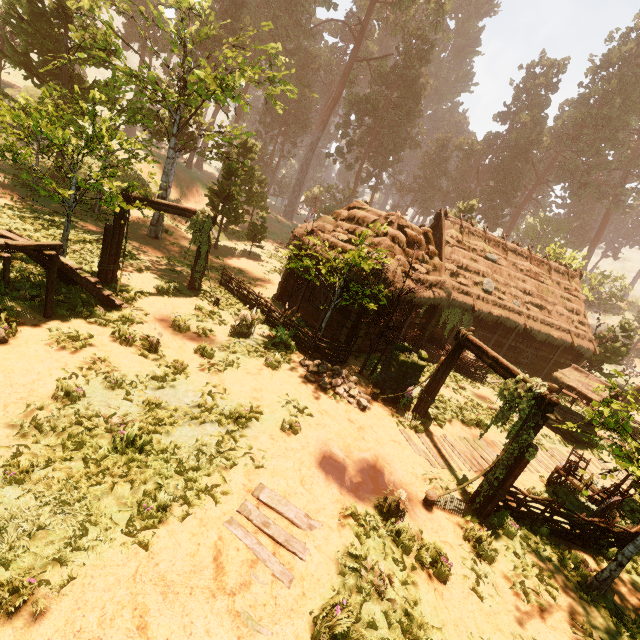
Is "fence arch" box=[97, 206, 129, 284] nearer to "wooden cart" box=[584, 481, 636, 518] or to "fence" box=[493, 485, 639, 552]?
"fence" box=[493, 485, 639, 552]

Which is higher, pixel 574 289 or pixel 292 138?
pixel 292 138

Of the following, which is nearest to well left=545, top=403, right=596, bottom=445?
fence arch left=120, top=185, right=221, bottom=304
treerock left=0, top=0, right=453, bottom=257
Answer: treerock left=0, top=0, right=453, bottom=257

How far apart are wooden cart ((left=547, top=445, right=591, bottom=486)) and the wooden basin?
7.3 meters

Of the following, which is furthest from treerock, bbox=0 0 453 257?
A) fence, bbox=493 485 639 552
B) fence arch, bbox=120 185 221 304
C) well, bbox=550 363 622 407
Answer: well, bbox=550 363 622 407

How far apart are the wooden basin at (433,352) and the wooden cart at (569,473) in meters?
7.3

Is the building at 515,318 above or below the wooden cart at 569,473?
above

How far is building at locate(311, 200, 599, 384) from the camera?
14.9m
